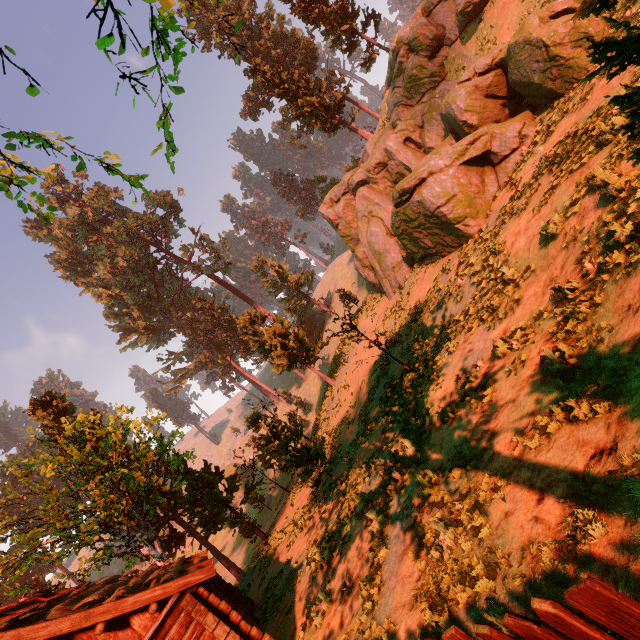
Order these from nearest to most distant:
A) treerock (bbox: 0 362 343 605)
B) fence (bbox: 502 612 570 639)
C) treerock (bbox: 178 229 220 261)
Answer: fence (bbox: 502 612 570 639)
treerock (bbox: 0 362 343 605)
treerock (bbox: 178 229 220 261)

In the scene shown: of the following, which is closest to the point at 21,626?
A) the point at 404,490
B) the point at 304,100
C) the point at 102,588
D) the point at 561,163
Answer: the point at 102,588

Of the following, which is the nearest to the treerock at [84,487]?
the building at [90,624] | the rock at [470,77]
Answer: the building at [90,624]

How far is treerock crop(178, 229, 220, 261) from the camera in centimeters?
5456cm

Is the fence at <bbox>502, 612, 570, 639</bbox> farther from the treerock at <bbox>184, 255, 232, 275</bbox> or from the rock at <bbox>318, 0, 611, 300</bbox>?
the rock at <bbox>318, 0, 611, 300</bbox>

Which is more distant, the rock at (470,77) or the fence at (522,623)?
the rock at (470,77)

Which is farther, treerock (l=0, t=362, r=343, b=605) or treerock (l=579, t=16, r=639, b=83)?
treerock (l=0, t=362, r=343, b=605)
